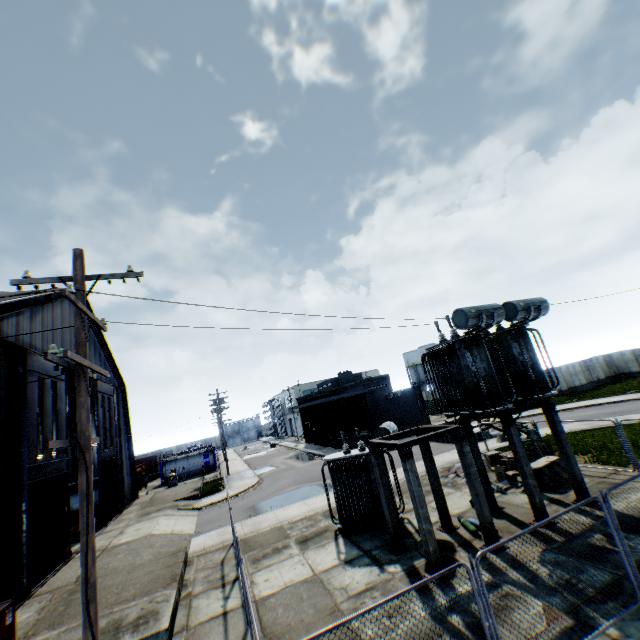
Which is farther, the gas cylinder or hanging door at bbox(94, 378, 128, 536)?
hanging door at bbox(94, 378, 128, 536)

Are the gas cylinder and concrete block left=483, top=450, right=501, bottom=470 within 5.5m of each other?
no

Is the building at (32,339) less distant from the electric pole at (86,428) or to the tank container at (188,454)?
the electric pole at (86,428)

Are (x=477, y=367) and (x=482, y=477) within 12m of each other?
yes

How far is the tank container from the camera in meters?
41.9 m

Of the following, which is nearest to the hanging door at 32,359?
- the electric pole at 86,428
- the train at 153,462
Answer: the electric pole at 86,428

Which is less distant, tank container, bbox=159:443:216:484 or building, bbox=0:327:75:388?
building, bbox=0:327:75:388

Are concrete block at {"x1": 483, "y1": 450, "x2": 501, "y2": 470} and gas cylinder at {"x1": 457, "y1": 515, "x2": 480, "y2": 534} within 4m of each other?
no
